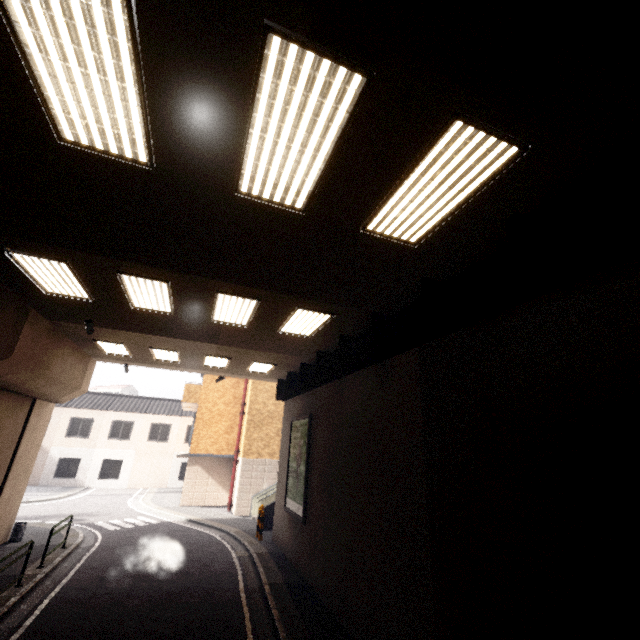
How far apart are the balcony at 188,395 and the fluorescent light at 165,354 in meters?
8.2 m

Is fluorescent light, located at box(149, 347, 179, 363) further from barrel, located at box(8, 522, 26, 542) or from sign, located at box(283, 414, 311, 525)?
barrel, located at box(8, 522, 26, 542)

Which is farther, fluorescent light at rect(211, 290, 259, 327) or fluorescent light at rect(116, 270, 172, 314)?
fluorescent light at rect(211, 290, 259, 327)

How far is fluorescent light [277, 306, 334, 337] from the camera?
8.0m

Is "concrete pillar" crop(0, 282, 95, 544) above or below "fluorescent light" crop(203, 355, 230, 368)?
below

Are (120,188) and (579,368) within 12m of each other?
yes

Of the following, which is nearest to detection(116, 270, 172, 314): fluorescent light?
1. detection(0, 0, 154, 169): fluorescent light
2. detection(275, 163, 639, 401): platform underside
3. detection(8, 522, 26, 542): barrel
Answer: detection(0, 0, 154, 169): fluorescent light

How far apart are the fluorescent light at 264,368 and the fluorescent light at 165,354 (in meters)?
2.84
